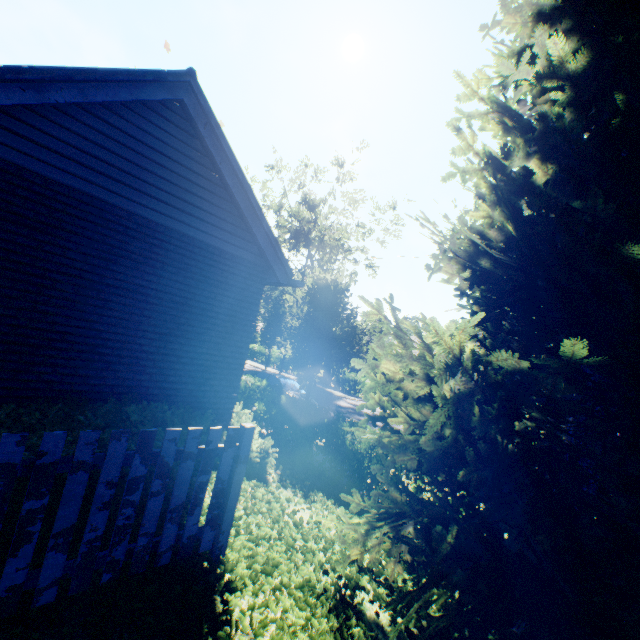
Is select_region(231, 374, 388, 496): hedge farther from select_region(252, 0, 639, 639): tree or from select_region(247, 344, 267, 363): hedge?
select_region(247, 344, 267, 363): hedge

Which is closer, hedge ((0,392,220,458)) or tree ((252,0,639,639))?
tree ((252,0,639,639))

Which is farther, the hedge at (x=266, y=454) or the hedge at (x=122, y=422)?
the hedge at (x=266, y=454)

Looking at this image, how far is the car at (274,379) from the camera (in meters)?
15.43

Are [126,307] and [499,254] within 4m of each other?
no

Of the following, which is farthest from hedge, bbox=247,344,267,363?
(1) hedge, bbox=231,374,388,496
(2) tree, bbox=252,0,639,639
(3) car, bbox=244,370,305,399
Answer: (1) hedge, bbox=231,374,388,496

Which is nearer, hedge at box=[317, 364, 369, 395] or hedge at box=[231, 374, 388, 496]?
hedge at box=[231, 374, 388, 496]

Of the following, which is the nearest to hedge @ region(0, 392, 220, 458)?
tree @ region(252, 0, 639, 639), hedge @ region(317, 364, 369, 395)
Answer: tree @ region(252, 0, 639, 639)
